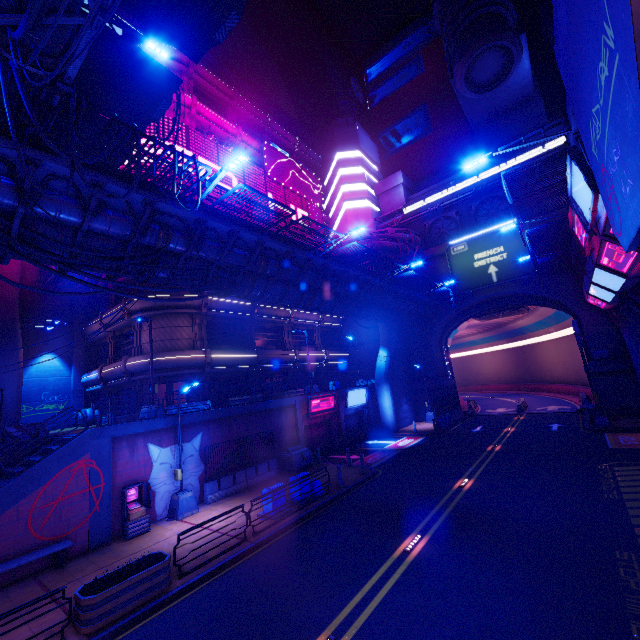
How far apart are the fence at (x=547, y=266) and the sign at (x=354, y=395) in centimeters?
1756cm

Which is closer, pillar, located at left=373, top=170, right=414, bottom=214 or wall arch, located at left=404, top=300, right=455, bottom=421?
wall arch, located at left=404, top=300, right=455, bottom=421

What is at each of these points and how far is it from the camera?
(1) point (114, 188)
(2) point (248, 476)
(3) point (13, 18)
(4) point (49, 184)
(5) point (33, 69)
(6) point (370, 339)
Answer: (1) walkway, 10.1 meters
(2) fence, 18.7 meters
(3) pipe, 6.9 meters
(4) walkway, 9.7 meters
(5) pipe, 8.1 meters
(6) building, 38.8 meters

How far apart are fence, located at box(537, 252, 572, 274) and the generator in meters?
22.1 m

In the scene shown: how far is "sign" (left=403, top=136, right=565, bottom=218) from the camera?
31.0 meters

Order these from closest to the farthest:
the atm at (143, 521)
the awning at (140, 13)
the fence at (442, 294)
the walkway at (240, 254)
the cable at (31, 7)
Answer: the cable at (31, 7), the walkway at (240, 254), the awning at (140, 13), the atm at (143, 521), the fence at (442, 294)

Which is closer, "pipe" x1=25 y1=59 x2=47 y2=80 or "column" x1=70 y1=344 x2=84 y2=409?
"pipe" x1=25 y1=59 x2=47 y2=80

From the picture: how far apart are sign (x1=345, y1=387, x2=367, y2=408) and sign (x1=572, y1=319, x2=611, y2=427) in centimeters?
1651cm
